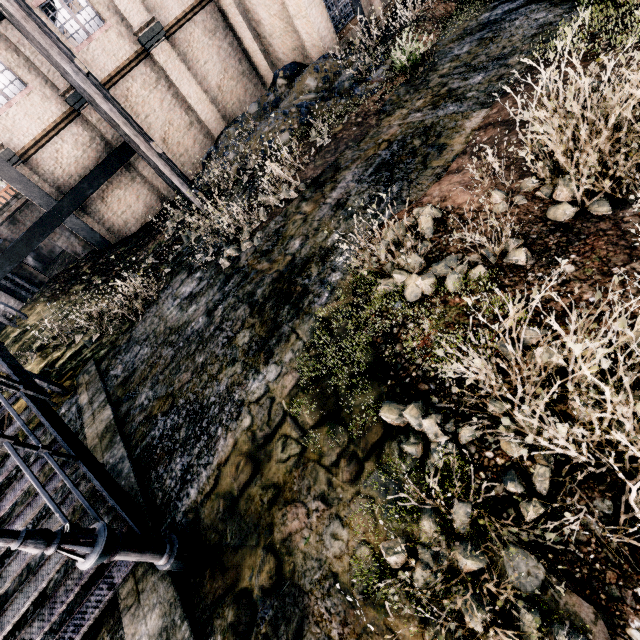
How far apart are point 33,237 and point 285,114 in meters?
13.2

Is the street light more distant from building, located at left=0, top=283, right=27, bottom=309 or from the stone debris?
building, located at left=0, top=283, right=27, bottom=309

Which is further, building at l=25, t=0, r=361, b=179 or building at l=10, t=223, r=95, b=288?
building at l=10, t=223, r=95, b=288

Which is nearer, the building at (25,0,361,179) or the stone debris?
the stone debris

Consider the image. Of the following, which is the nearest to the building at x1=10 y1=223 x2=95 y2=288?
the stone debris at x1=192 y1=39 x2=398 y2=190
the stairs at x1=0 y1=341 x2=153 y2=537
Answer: the stone debris at x1=192 y1=39 x2=398 y2=190

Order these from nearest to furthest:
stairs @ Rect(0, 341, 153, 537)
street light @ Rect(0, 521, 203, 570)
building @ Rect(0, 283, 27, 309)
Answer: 1. street light @ Rect(0, 521, 203, 570)
2. stairs @ Rect(0, 341, 153, 537)
3. building @ Rect(0, 283, 27, 309)

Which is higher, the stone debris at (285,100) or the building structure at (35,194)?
the building structure at (35,194)

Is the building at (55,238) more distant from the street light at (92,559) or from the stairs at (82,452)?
the street light at (92,559)
